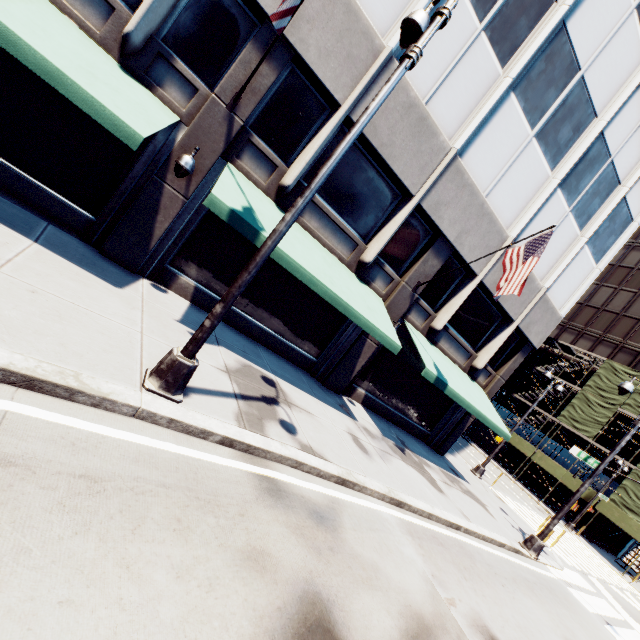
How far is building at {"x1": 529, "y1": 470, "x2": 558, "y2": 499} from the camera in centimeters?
3378cm

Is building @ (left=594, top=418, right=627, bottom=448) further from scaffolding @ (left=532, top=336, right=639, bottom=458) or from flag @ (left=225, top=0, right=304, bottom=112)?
flag @ (left=225, top=0, right=304, bottom=112)

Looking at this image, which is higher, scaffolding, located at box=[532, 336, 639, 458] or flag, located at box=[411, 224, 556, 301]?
scaffolding, located at box=[532, 336, 639, 458]

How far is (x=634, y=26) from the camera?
11.5m

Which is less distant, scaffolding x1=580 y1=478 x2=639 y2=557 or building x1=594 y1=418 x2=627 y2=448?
scaffolding x1=580 y1=478 x2=639 y2=557

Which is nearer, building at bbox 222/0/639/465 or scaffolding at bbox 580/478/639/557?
building at bbox 222/0/639/465

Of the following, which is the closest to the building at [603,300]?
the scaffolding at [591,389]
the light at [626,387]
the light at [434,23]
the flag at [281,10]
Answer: the flag at [281,10]

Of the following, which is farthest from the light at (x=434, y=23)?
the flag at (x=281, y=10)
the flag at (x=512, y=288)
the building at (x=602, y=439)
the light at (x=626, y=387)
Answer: the building at (x=602, y=439)
